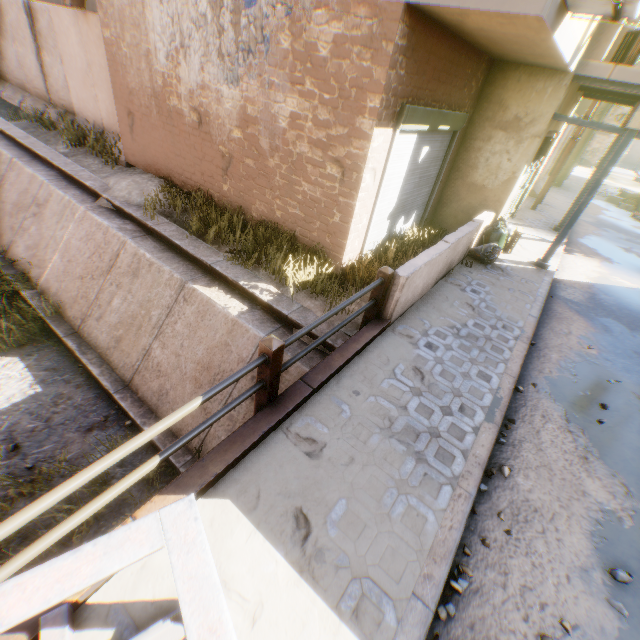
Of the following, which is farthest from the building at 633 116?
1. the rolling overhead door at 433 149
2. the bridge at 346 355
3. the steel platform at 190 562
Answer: the steel platform at 190 562

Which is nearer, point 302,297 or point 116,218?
point 302,297

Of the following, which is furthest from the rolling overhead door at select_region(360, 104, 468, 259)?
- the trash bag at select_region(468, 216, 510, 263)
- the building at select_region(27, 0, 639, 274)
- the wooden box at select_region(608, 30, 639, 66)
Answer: the wooden box at select_region(608, 30, 639, 66)

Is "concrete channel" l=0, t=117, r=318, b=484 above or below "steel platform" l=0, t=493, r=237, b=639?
below

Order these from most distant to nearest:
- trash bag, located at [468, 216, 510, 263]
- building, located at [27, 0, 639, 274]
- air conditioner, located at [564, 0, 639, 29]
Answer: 1. trash bag, located at [468, 216, 510, 263]
2. building, located at [27, 0, 639, 274]
3. air conditioner, located at [564, 0, 639, 29]

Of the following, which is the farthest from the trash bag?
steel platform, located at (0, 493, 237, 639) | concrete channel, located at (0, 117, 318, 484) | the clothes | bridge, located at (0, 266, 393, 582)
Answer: the clothes

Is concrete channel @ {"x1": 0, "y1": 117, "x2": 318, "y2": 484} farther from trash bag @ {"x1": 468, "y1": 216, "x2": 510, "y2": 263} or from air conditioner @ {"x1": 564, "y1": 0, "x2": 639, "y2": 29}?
trash bag @ {"x1": 468, "y1": 216, "x2": 510, "y2": 263}
